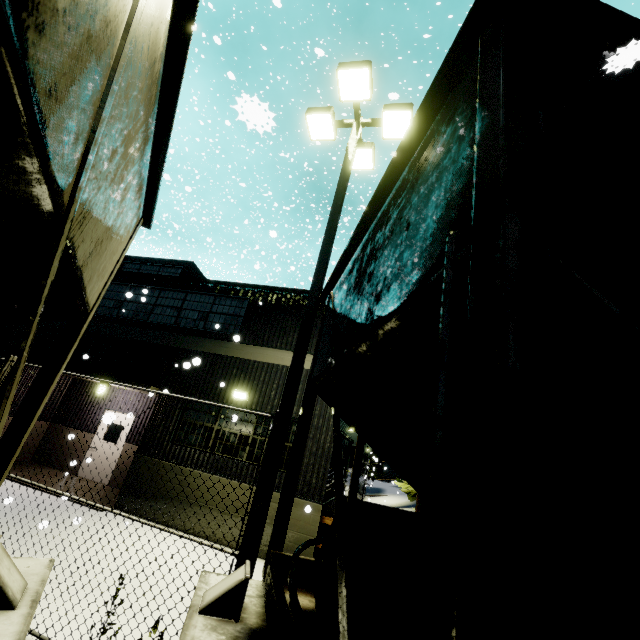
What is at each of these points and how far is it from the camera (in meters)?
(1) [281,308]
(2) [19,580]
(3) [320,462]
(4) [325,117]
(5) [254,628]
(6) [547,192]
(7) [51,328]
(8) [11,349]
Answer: (1) building, 11.10
(2) flatcar, 1.89
(3) building, 8.81
(4) light, 7.43
(5) flatcar, 2.08
(6) coal car, 0.88
(7) building, 12.63
(8) building, 12.55

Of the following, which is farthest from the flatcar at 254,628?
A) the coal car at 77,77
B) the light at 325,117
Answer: the light at 325,117

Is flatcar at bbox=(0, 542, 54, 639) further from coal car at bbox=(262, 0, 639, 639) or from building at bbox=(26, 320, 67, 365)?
building at bbox=(26, 320, 67, 365)

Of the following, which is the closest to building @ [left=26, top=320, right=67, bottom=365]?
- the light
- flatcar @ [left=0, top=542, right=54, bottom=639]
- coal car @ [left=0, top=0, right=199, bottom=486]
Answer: coal car @ [left=0, top=0, right=199, bottom=486]

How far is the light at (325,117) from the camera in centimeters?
445cm

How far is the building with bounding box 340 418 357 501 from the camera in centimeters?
1094cm

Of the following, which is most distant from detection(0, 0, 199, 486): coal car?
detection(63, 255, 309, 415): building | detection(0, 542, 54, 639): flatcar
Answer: detection(63, 255, 309, 415): building

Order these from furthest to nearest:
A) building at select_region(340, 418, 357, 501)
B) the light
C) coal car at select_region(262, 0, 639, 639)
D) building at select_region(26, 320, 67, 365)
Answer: building at select_region(26, 320, 67, 365)
building at select_region(340, 418, 357, 501)
the light
coal car at select_region(262, 0, 639, 639)
